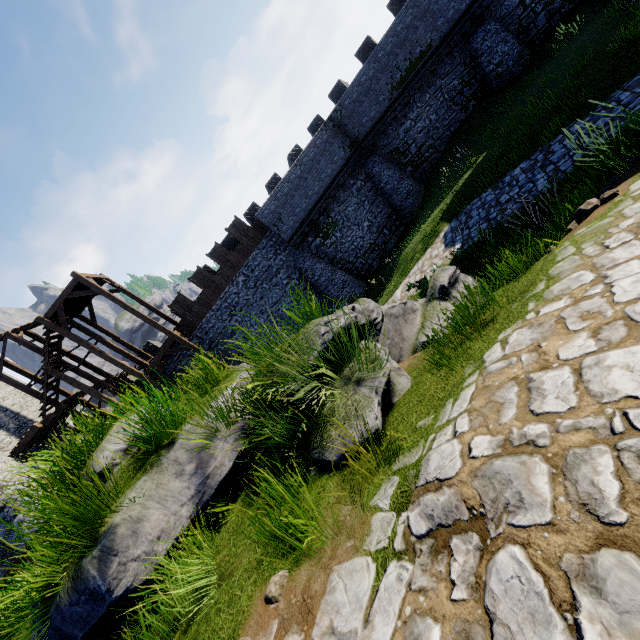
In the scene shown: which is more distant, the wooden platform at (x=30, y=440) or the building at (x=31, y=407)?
the building at (x=31, y=407)

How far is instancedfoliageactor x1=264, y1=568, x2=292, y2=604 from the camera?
2.3 meters

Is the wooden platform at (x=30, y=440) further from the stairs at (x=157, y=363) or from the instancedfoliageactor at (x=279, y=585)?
the instancedfoliageactor at (x=279, y=585)

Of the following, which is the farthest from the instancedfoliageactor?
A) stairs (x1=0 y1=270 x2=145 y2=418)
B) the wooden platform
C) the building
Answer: the building

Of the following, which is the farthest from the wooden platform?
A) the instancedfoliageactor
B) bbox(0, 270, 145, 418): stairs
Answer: the instancedfoliageactor

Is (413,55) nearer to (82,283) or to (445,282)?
(445,282)

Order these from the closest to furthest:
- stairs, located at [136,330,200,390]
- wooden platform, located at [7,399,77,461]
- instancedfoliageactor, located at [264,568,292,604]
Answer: instancedfoliageactor, located at [264,568,292,604]
wooden platform, located at [7,399,77,461]
stairs, located at [136,330,200,390]
